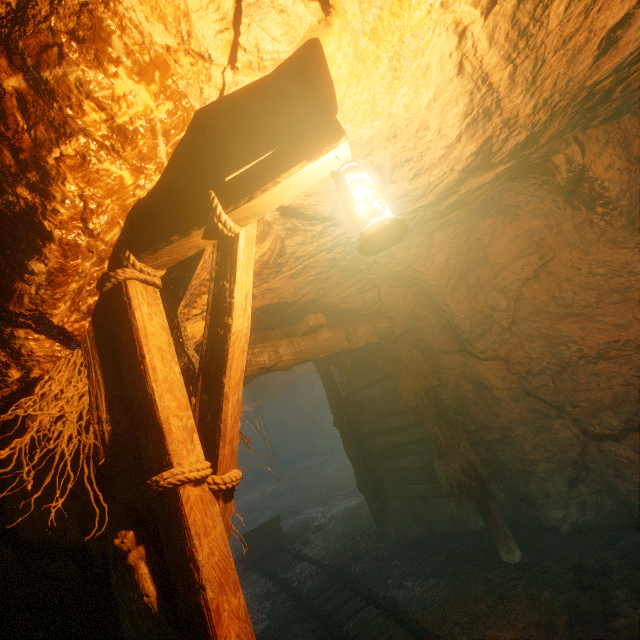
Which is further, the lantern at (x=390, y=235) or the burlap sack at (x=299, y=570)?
the burlap sack at (x=299, y=570)

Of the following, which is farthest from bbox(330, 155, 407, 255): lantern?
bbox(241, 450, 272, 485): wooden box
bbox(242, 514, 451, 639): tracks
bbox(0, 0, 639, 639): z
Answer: bbox(241, 450, 272, 485): wooden box

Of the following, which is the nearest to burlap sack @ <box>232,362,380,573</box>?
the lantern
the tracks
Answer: the tracks

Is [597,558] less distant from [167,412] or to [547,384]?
[547,384]

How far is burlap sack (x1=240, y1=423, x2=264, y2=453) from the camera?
26.8m

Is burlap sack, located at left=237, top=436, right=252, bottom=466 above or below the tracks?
above

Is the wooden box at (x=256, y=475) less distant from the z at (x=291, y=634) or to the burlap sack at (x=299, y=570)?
the burlap sack at (x=299, y=570)

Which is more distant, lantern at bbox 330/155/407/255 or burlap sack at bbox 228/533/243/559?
burlap sack at bbox 228/533/243/559
